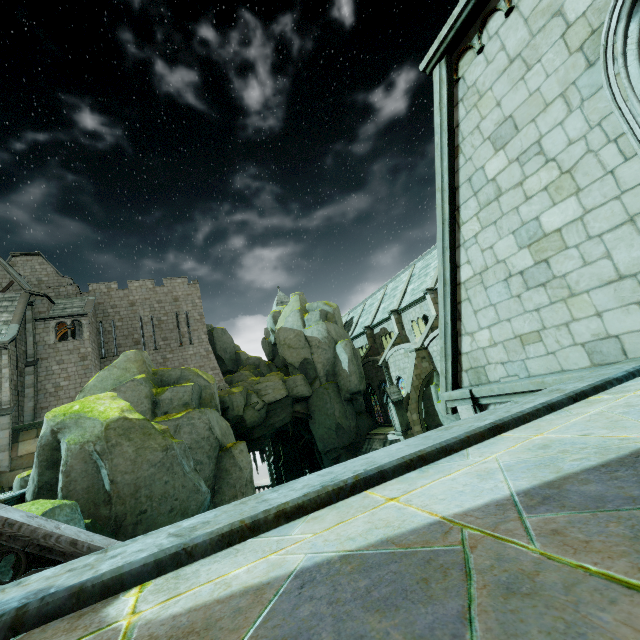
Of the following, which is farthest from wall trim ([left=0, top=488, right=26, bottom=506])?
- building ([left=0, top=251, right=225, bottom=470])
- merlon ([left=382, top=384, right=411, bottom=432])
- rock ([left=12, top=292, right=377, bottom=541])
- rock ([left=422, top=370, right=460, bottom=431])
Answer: rock ([left=422, top=370, right=460, bottom=431])

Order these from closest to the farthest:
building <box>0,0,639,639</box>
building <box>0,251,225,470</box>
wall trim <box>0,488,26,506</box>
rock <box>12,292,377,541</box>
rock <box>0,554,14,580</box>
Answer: building <box>0,0,639,639</box>
rock <box>0,554,14,580</box>
wall trim <box>0,488,26,506</box>
rock <box>12,292,377,541</box>
building <box>0,251,225,470</box>

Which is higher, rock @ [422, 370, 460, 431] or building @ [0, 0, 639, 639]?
building @ [0, 0, 639, 639]

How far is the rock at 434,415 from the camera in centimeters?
2416cm

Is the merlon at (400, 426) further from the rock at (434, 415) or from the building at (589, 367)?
the building at (589, 367)

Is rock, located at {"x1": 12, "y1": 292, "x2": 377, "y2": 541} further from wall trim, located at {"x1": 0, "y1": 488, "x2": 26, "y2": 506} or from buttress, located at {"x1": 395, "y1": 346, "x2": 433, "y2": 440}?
buttress, located at {"x1": 395, "y1": 346, "x2": 433, "y2": 440}

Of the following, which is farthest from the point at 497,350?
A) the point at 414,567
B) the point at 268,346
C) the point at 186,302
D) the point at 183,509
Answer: the point at 268,346

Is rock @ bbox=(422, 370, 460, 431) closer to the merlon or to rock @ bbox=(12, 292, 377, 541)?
the merlon
